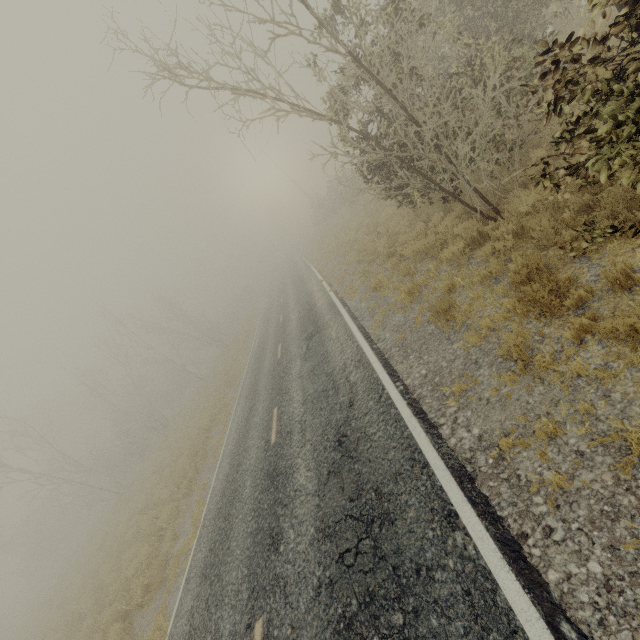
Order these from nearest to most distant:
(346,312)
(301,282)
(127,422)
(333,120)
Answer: (333,120), (346,312), (301,282), (127,422)

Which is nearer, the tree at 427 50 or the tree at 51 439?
the tree at 427 50

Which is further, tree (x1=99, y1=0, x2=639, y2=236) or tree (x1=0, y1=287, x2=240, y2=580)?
tree (x1=0, y1=287, x2=240, y2=580)
